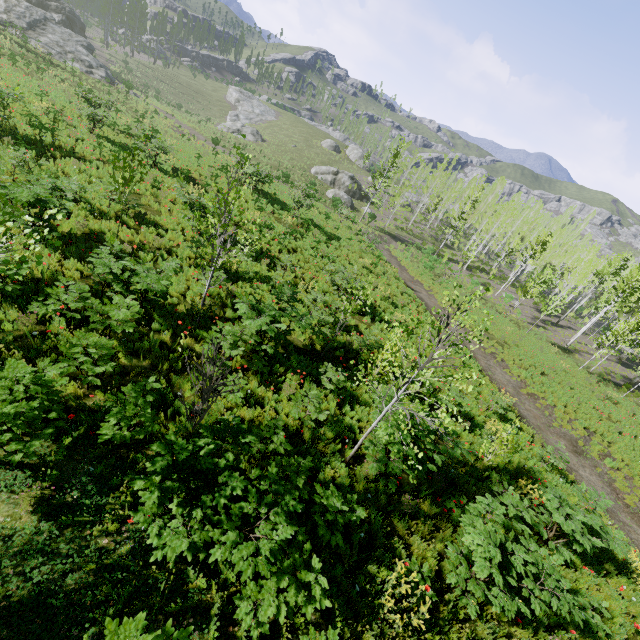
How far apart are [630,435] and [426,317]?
13.5m

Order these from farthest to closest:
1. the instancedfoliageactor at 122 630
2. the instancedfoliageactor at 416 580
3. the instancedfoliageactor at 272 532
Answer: the instancedfoliageactor at 416 580
the instancedfoliageactor at 272 532
the instancedfoliageactor at 122 630

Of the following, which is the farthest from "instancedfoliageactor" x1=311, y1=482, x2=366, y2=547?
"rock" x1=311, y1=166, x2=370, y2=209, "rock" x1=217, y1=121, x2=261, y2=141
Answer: "rock" x1=217, y1=121, x2=261, y2=141

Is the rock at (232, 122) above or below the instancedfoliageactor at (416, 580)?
below

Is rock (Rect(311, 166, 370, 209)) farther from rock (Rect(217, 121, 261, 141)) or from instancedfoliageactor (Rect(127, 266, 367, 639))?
instancedfoliageactor (Rect(127, 266, 367, 639))
